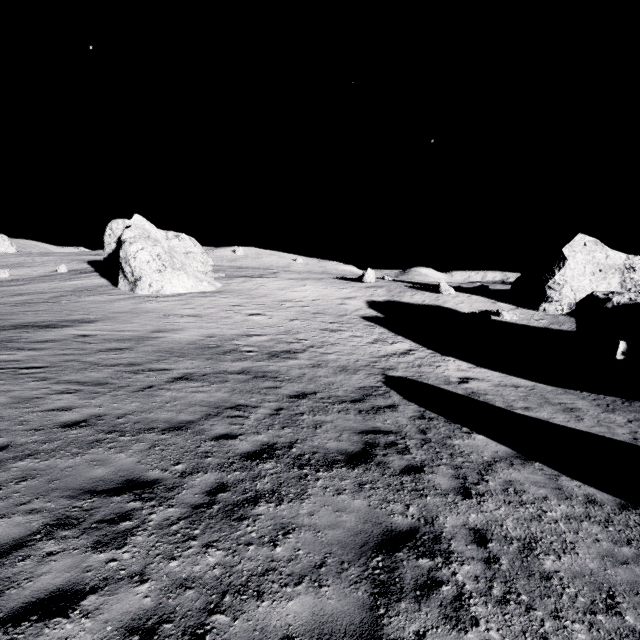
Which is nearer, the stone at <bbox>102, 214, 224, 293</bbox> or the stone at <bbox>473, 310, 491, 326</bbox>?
the stone at <bbox>473, 310, 491, 326</bbox>

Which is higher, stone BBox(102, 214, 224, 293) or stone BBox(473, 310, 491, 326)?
stone BBox(102, 214, 224, 293)

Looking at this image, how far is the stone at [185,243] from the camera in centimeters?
2920cm

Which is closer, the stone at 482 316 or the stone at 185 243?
the stone at 482 316

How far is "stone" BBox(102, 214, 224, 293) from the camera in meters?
29.2 m

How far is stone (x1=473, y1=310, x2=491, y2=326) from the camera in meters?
28.5 m

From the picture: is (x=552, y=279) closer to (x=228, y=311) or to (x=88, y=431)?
(x=228, y=311)
